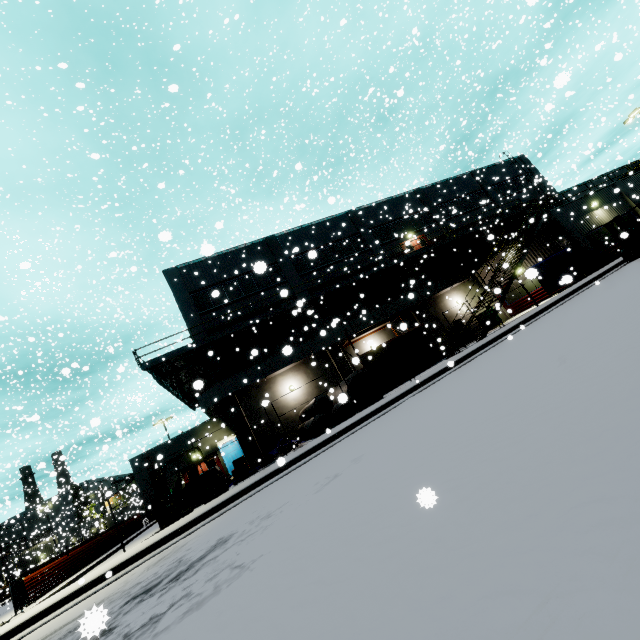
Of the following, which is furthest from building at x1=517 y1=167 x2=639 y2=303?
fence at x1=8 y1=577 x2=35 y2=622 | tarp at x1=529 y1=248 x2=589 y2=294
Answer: fence at x1=8 y1=577 x2=35 y2=622

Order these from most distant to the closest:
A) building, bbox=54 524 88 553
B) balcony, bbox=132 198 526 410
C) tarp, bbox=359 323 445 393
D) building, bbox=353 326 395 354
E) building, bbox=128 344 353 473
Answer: building, bbox=54 524 88 553, building, bbox=353 326 395 354, building, bbox=128 344 353 473, balcony, bbox=132 198 526 410, tarp, bbox=359 323 445 393

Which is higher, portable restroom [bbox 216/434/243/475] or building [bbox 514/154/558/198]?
building [bbox 514/154/558/198]

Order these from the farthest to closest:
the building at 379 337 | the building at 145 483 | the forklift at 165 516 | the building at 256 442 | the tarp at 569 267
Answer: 1. the building at 145 483
2. the building at 379 337
3. the building at 256 442
4. the tarp at 569 267
5. the forklift at 165 516

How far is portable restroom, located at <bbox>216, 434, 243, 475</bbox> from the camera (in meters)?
24.65

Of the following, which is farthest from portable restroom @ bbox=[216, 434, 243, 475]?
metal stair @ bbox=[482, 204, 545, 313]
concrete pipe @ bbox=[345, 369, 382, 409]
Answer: metal stair @ bbox=[482, 204, 545, 313]

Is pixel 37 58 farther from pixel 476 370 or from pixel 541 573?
pixel 541 573

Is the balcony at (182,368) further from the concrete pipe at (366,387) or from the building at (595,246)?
the concrete pipe at (366,387)
